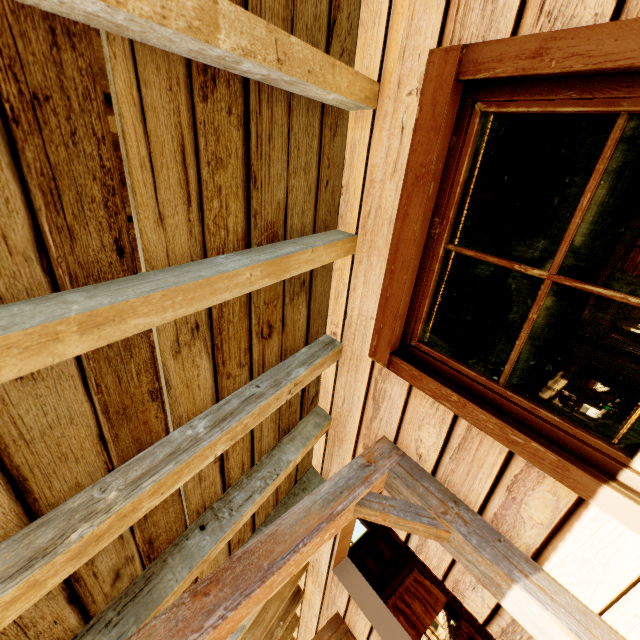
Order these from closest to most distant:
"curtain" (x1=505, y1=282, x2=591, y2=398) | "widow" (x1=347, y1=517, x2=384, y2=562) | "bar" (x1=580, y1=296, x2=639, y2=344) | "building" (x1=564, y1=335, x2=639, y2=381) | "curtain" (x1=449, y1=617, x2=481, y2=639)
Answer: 1. "curtain" (x1=505, y1=282, x2=591, y2=398)
2. "building" (x1=564, y1=335, x2=639, y2=381)
3. "curtain" (x1=449, y1=617, x2=481, y2=639)
4. "widow" (x1=347, y1=517, x2=384, y2=562)
5. "bar" (x1=580, y1=296, x2=639, y2=344)

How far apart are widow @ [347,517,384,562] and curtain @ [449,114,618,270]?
5.8 meters

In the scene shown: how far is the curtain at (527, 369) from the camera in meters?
1.3 m

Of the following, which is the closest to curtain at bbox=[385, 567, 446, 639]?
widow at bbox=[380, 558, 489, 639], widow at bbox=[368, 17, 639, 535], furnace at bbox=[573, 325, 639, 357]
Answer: widow at bbox=[380, 558, 489, 639]

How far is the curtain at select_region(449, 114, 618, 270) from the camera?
1.18m

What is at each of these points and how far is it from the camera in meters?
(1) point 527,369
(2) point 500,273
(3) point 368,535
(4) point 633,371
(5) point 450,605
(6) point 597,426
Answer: (1) curtain, 1.5 m
(2) curtain, 1.5 m
(3) widow, 6.3 m
(4) building, 3.3 m
(5) widow, 5.5 m
(6) bar, 6.2 m

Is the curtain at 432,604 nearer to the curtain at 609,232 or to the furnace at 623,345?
the furnace at 623,345

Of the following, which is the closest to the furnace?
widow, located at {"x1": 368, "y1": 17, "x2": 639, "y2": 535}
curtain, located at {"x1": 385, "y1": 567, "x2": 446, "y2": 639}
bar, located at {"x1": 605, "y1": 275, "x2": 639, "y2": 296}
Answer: bar, located at {"x1": 605, "y1": 275, "x2": 639, "y2": 296}
